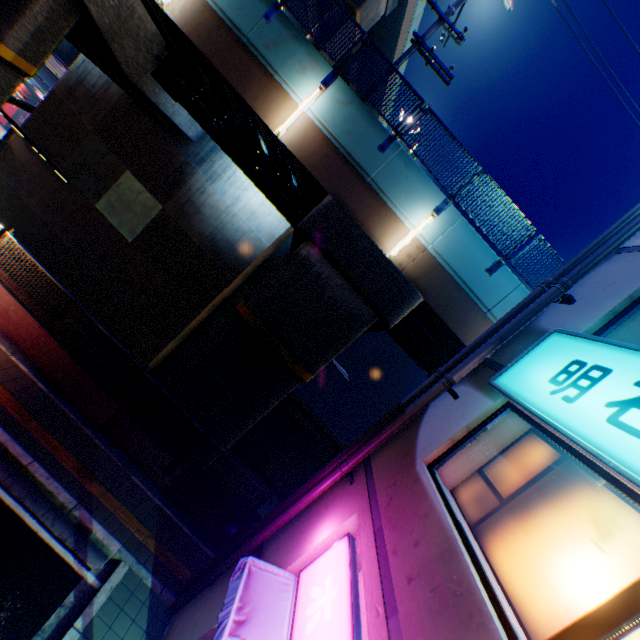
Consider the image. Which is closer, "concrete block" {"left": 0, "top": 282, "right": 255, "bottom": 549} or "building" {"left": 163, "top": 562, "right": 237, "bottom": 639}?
"building" {"left": 163, "top": 562, "right": 237, "bottom": 639}

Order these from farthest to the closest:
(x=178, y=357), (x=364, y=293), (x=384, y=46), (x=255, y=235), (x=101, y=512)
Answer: (x=384, y=46) < (x=178, y=357) < (x=255, y=235) < (x=364, y=293) < (x=101, y=512)

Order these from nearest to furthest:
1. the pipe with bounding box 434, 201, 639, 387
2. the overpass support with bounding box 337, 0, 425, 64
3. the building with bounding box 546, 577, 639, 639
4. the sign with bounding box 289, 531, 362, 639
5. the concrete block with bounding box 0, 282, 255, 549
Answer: the building with bounding box 546, 577, 639, 639, the sign with bounding box 289, 531, 362, 639, the pipe with bounding box 434, 201, 639, 387, the concrete block with bounding box 0, 282, 255, 549, the overpass support with bounding box 337, 0, 425, 64

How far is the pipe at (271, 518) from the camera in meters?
6.0 m

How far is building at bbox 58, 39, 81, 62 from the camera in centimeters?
5006cm

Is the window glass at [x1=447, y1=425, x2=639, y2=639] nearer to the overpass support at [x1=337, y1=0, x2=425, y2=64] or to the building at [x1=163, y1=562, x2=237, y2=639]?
the building at [x1=163, y1=562, x2=237, y2=639]

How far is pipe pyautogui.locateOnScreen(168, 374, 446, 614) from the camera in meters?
6.0 m

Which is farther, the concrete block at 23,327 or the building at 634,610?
the concrete block at 23,327
